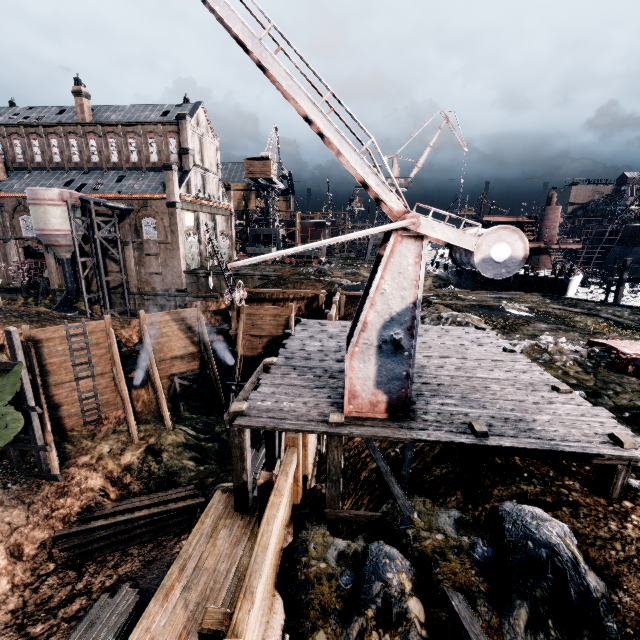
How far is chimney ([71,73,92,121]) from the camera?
44.1m

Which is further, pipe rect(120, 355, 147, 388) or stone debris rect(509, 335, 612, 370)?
pipe rect(120, 355, 147, 388)

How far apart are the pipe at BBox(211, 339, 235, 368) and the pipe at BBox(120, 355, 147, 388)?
5.8 meters

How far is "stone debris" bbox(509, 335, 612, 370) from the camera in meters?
14.0

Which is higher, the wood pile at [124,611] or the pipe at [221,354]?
the pipe at [221,354]

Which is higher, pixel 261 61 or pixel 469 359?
pixel 261 61

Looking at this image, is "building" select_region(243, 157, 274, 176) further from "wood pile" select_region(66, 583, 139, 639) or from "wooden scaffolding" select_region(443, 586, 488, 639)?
"wood pile" select_region(66, 583, 139, 639)

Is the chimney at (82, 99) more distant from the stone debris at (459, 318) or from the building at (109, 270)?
the stone debris at (459, 318)
